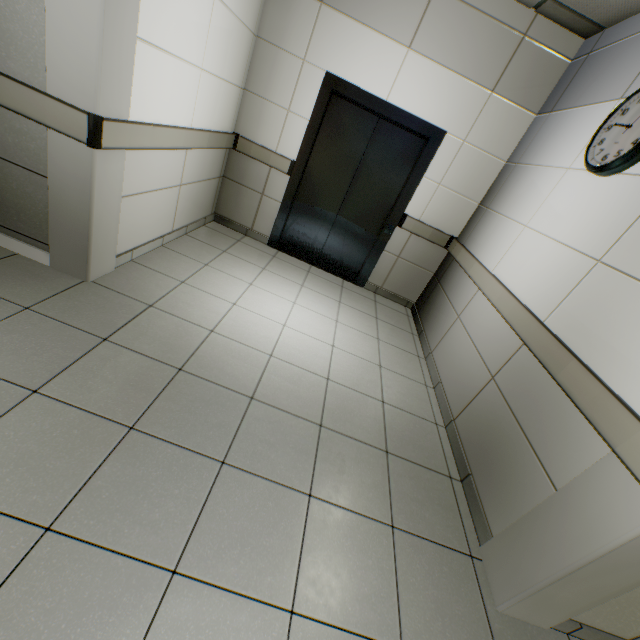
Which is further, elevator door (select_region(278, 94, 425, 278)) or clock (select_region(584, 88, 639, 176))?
elevator door (select_region(278, 94, 425, 278))

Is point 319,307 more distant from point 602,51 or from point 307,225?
point 602,51

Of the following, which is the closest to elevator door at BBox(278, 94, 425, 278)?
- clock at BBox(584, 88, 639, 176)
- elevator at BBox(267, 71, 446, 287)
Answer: elevator at BBox(267, 71, 446, 287)

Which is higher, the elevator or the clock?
the clock

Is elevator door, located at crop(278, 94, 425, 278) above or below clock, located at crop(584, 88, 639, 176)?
below

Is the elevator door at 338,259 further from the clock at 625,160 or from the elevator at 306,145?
the clock at 625,160
